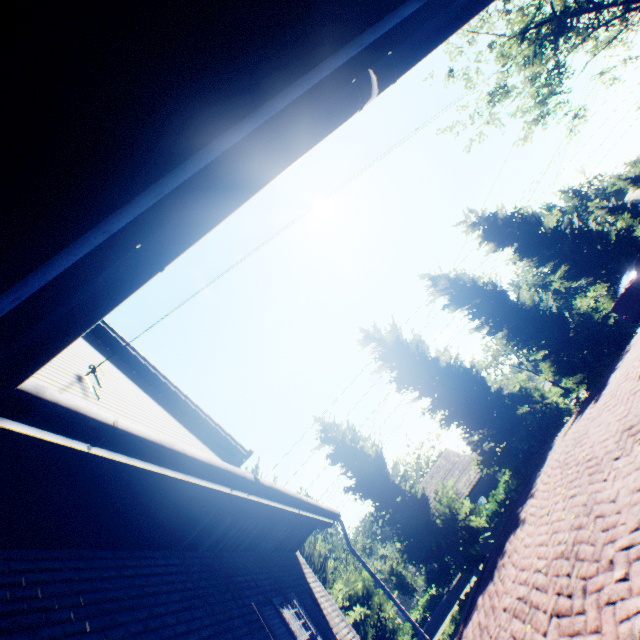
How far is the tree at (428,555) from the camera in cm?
1197

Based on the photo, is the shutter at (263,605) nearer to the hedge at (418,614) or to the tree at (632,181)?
the tree at (632,181)

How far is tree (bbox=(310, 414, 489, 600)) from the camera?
12.0m

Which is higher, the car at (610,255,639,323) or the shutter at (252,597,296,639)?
the shutter at (252,597,296,639)

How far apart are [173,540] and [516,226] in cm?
2217

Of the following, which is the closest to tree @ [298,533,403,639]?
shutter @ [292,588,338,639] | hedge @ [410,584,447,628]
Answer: shutter @ [292,588,338,639]

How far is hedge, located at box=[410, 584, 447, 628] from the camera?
24.5m

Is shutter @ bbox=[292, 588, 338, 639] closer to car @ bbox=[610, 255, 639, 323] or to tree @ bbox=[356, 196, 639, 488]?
tree @ bbox=[356, 196, 639, 488]
